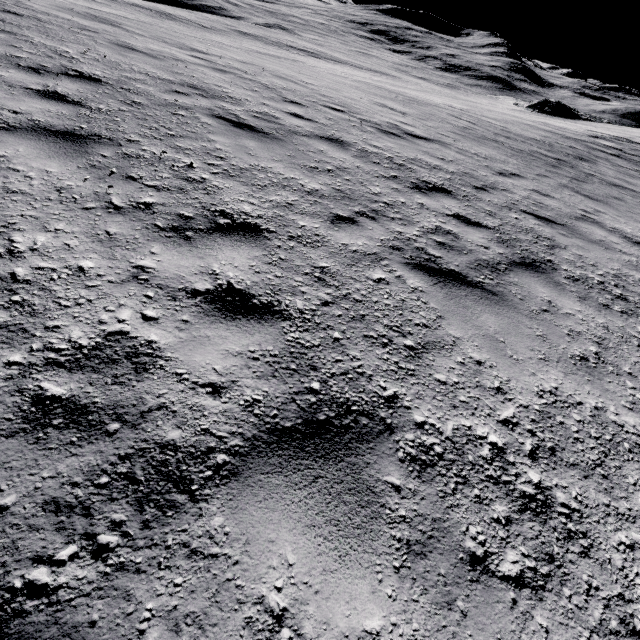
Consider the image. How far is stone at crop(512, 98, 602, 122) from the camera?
53.9 meters

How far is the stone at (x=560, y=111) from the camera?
53.9m

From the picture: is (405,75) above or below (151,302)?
below
